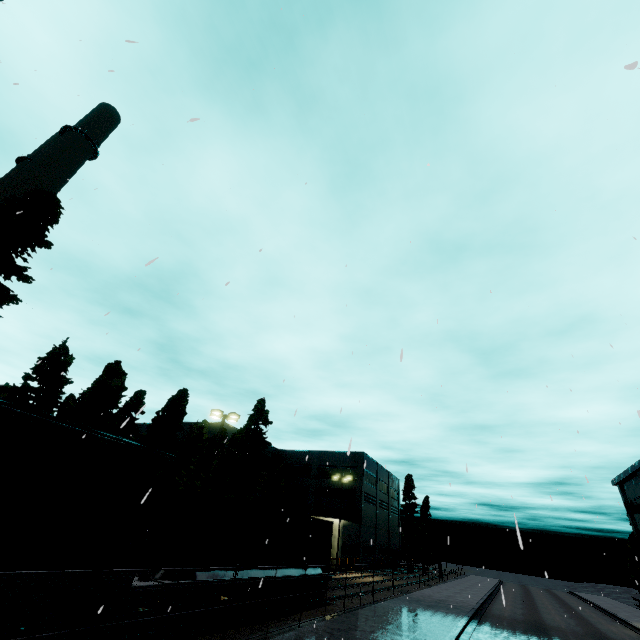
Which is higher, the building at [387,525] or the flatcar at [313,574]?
the building at [387,525]

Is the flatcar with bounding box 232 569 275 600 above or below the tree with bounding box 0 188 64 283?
below

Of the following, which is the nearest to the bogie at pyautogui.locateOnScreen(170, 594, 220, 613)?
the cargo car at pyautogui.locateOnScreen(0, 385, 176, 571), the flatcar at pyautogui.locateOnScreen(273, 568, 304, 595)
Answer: the flatcar at pyautogui.locateOnScreen(273, 568, 304, 595)

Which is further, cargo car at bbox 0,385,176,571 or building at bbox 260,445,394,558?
building at bbox 260,445,394,558

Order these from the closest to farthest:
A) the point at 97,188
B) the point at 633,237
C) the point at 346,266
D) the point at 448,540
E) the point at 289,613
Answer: Answer:
the point at 448,540
the point at 346,266
the point at 633,237
the point at 97,188
the point at 289,613

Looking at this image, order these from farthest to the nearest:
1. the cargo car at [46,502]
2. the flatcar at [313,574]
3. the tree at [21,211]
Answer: the flatcar at [313,574] < the tree at [21,211] < the cargo car at [46,502]

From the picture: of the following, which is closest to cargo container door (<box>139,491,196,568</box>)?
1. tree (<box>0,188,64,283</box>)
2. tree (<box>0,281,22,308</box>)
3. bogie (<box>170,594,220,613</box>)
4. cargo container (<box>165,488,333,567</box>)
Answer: cargo container (<box>165,488,333,567</box>)

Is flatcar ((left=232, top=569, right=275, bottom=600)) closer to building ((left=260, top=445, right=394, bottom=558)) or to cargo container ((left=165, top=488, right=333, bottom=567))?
cargo container ((left=165, top=488, right=333, bottom=567))
